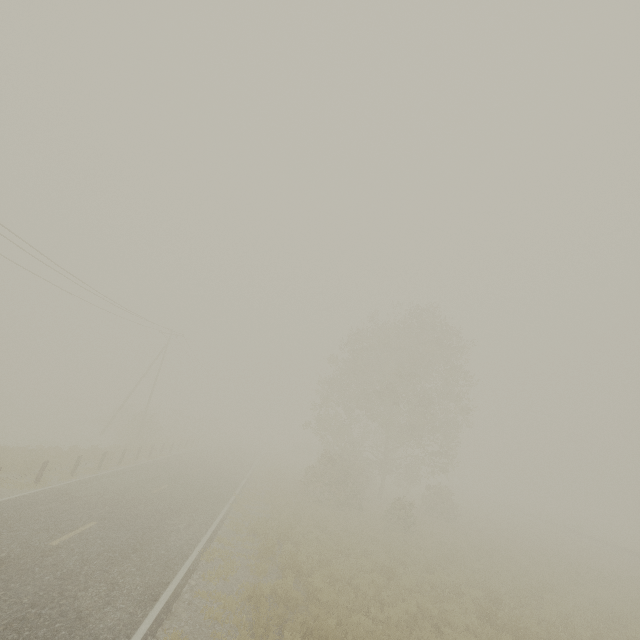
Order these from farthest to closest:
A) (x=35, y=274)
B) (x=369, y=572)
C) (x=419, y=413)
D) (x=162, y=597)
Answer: (x=419, y=413) → (x=35, y=274) → (x=369, y=572) → (x=162, y=597)
